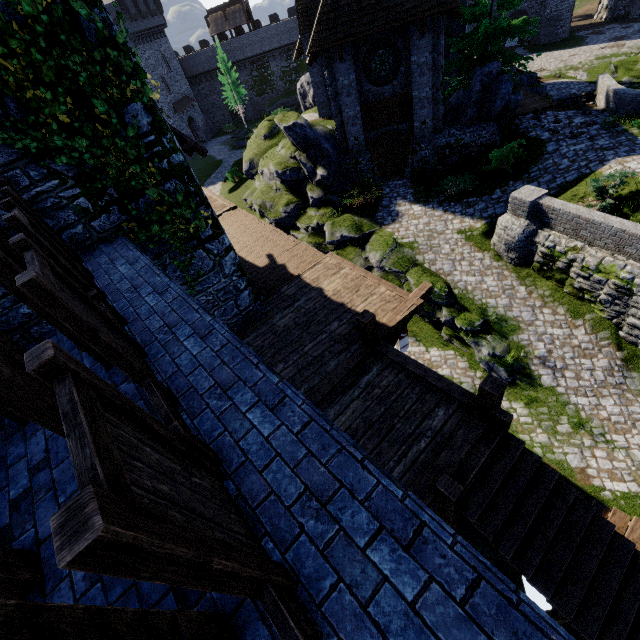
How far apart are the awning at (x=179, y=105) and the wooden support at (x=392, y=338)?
51.1 meters

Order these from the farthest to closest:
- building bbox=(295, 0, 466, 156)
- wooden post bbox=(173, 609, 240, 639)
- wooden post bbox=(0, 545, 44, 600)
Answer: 1. building bbox=(295, 0, 466, 156)
2. wooden post bbox=(0, 545, 44, 600)
3. wooden post bbox=(173, 609, 240, 639)

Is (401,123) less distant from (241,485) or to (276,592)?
(241,485)

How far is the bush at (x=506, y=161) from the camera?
16.20m

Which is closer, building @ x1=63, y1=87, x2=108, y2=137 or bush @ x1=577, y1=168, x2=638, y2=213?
building @ x1=63, y1=87, x2=108, y2=137

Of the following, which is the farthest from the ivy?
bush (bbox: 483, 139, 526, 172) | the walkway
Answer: bush (bbox: 483, 139, 526, 172)

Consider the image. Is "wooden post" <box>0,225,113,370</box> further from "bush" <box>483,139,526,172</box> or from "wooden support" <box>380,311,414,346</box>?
"bush" <box>483,139,526,172</box>

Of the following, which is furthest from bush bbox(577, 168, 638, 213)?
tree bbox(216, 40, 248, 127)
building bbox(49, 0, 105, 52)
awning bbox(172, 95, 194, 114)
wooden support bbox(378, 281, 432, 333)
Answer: awning bbox(172, 95, 194, 114)
